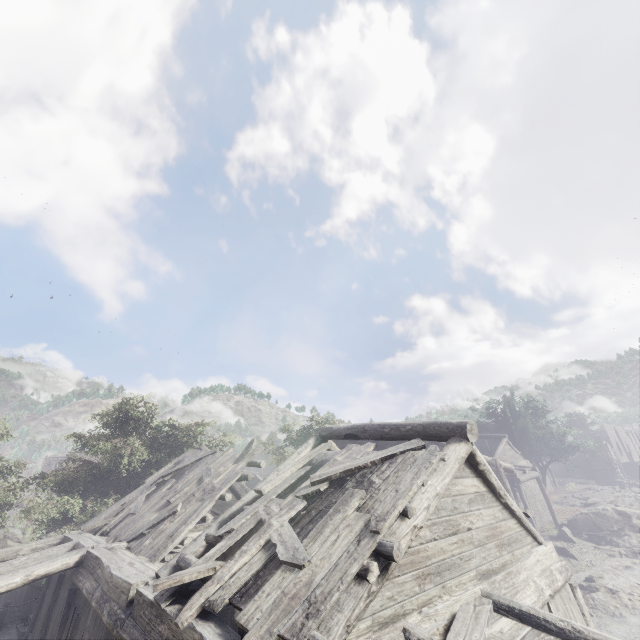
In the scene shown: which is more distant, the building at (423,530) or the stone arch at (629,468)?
the stone arch at (629,468)

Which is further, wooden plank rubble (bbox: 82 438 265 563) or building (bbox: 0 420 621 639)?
wooden plank rubble (bbox: 82 438 265 563)

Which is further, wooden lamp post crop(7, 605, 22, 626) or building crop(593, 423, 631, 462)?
building crop(593, 423, 631, 462)

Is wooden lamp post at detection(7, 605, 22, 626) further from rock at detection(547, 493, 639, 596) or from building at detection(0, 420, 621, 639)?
rock at detection(547, 493, 639, 596)

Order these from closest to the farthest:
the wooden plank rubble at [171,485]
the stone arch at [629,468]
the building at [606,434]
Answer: the wooden plank rubble at [171,485] → the stone arch at [629,468] → the building at [606,434]

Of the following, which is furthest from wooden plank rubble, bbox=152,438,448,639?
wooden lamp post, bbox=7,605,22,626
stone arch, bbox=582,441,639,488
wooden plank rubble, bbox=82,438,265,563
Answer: stone arch, bbox=582,441,639,488

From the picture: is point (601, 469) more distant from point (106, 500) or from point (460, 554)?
point (106, 500)

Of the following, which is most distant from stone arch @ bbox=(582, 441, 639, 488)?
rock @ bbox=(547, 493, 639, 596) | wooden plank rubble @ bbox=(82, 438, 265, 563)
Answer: wooden plank rubble @ bbox=(82, 438, 265, 563)
